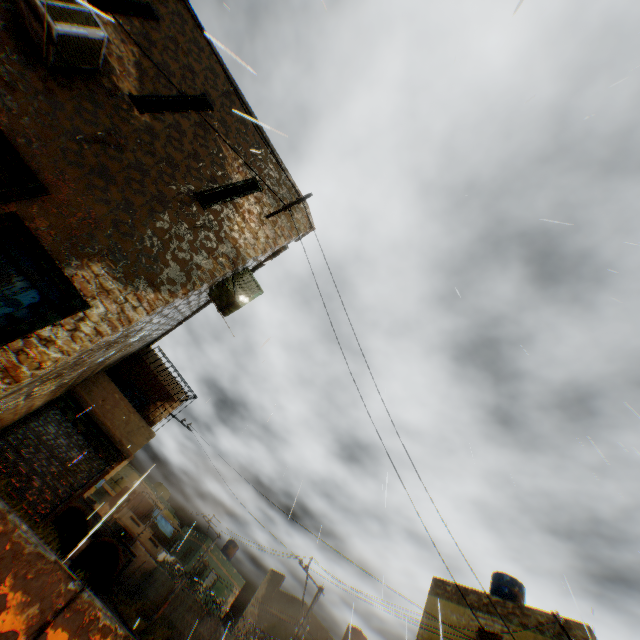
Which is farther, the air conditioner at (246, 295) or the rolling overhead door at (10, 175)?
the air conditioner at (246, 295)

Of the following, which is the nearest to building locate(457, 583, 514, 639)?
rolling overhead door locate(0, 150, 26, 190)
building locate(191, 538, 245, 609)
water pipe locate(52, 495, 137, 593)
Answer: rolling overhead door locate(0, 150, 26, 190)

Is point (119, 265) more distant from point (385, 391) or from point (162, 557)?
point (162, 557)

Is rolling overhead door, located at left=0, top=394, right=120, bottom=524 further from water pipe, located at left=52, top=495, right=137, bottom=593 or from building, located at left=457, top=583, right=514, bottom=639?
water pipe, located at left=52, top=495, right=137, bottom=593

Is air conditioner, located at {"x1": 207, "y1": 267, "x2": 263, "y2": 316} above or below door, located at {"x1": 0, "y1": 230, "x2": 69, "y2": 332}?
above

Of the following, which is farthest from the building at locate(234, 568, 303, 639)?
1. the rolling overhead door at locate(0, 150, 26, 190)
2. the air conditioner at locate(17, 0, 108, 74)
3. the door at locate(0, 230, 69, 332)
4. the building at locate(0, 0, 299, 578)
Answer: the door at locate(0, 230, 69, 332)

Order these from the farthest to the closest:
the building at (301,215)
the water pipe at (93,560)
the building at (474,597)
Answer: the water pipe at (93,560) < the building at (474,597) < the building at (301,215)

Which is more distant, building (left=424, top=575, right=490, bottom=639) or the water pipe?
the water pipe
